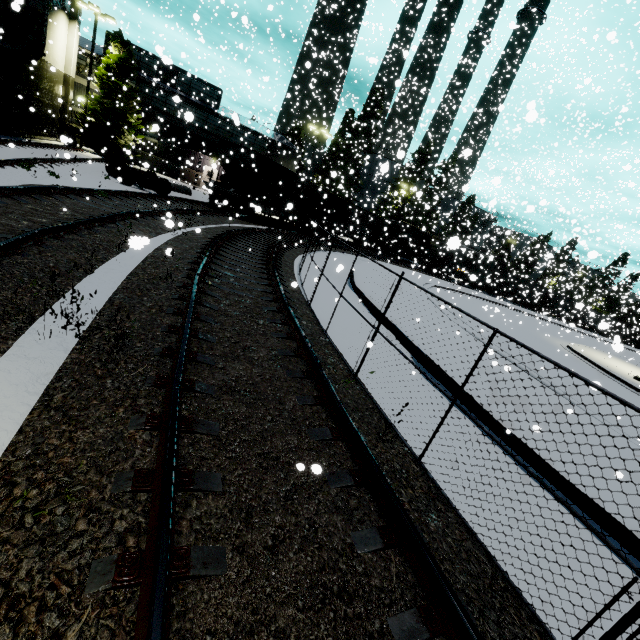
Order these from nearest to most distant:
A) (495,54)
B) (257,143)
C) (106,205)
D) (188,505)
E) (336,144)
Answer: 1. (188,505)
2. (106,205)
3. (257,143)
4. (495,54)
5. (336,144)

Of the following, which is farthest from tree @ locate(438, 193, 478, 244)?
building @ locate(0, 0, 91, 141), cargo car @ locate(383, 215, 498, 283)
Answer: building @ locate(0, 0, 91, 141)

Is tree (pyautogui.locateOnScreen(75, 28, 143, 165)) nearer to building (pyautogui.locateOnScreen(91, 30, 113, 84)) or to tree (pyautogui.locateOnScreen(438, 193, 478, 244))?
building (pyautogui.locateOnScreen(91, 30, 113, 84))

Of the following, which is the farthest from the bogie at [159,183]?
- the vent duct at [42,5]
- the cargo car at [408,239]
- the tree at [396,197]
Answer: the tree at [396,197]

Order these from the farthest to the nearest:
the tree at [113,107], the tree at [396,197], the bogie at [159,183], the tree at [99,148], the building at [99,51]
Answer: the tree at [396,197] → the building at [99,51] → the tree at [99,148] → the tree at [113,107] → the bogie at [159,183]

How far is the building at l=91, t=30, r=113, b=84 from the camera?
28.4m

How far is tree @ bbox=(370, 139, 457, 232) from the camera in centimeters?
3819cm

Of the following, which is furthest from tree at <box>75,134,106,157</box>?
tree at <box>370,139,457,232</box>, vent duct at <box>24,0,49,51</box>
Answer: tree at <box>370,139,457,232</box>
